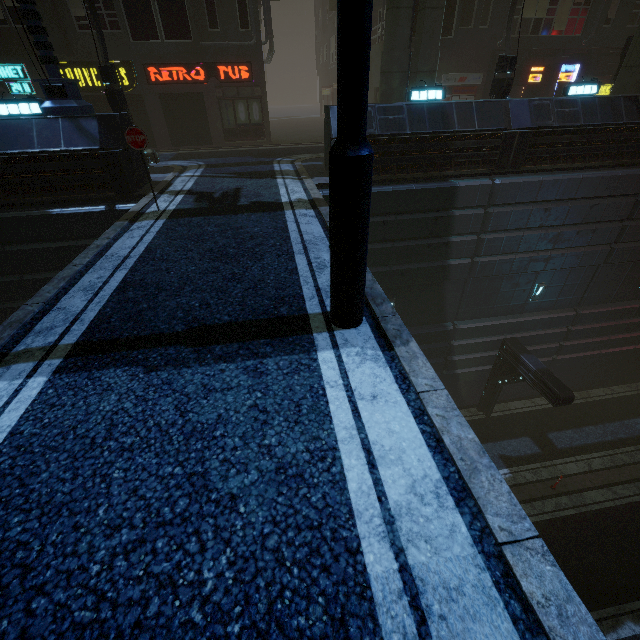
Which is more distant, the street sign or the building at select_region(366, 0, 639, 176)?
the building at select_region(366, 0, 639, 176)

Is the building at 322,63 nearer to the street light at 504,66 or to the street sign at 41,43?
the street sign at 41,43

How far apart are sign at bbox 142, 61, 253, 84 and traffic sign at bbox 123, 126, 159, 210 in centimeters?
1263cm

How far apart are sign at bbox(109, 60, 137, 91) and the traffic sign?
12.9m

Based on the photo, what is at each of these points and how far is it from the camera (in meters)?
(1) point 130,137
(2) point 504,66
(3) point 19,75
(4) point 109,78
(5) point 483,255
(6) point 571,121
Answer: (1) traffic sign, 7.17
(2) street light, 12.18
(3) sign, 15.46
(4) street light, 10.91
(5) building, 12.14
(6) building, 10.52

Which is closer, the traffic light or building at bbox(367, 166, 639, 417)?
the traffic light

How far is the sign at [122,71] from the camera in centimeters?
1573cm

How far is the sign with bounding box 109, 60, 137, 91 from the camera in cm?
1573
